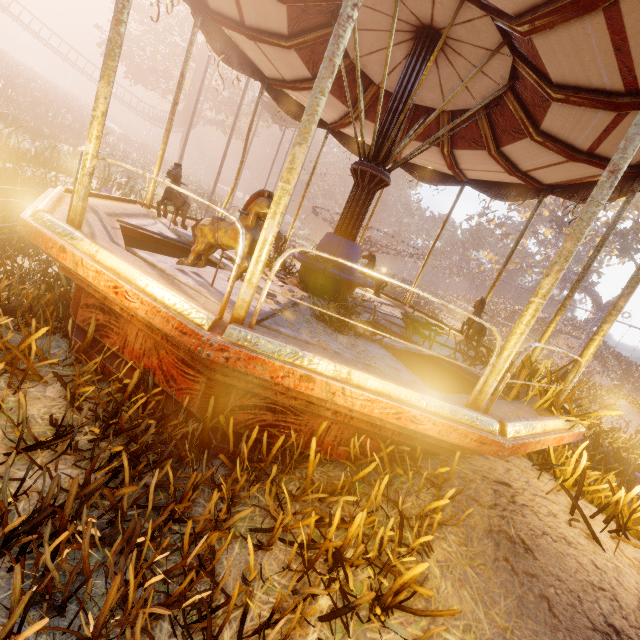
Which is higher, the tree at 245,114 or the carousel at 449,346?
the tree at 245,114

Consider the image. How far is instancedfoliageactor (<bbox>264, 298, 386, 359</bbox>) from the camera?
3.0m

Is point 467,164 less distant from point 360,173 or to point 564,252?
point 360,173

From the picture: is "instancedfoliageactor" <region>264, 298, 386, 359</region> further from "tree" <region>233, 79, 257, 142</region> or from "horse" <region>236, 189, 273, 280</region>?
"tree" <region>233, 79, 257, 142</region>

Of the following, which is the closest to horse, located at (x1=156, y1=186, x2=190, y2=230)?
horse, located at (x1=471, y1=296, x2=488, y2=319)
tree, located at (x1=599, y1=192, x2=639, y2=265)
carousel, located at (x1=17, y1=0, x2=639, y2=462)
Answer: carousel, located at (x1=17, y1=0, x2=639, y2=462)

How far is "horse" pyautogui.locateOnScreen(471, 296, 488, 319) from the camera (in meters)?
6.14

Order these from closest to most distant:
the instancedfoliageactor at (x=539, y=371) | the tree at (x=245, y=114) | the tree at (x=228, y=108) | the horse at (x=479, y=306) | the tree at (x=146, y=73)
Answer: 1. the instancedfoliageactor at (x=539, y=371)
2. the horse at (x=479, y=306)
3. the tree at (x=146, y=73)
4. the tree at (x=228, y=108)
5. the tree at (x=245, y=114)

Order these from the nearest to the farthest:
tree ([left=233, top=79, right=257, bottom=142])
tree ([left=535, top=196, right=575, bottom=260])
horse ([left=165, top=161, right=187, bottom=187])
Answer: Answer:
horse ([left=165, top=161, right=187, bottom=187])
tree ([left=233, top=79, right=257, bottom=142])
tree ([left=535, top=196, right=575, bottom=260])
